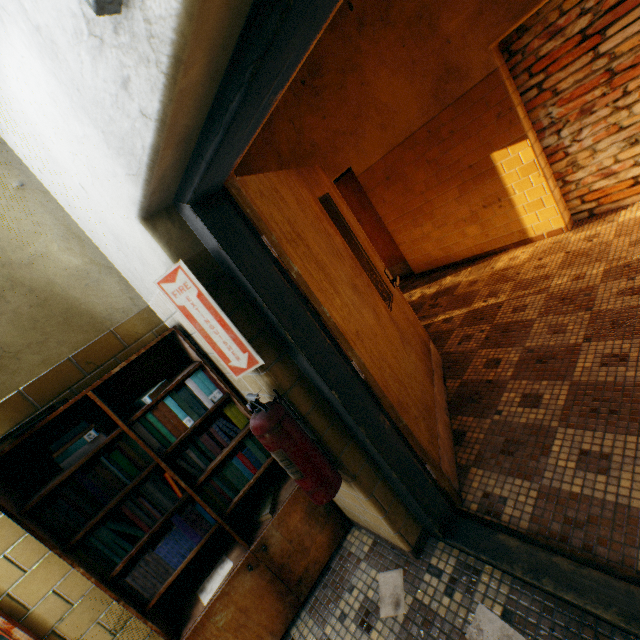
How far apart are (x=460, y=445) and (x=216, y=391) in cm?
170

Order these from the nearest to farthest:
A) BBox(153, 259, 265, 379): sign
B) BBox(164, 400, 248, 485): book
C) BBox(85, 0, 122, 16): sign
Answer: BBox(85, 0, 122, 16): sign
BBox(153, 259, 265, 379): sign
BBox(164, 400, 248, 485): book

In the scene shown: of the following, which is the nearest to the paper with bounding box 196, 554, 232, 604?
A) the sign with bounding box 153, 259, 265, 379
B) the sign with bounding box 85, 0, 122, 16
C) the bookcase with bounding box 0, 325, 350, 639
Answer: the bookcase with bounding box 0, 325, 350, 639

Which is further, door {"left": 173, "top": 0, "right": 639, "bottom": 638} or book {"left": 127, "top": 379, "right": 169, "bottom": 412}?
book {"left": 127, "top": 379, "right": 169, "bottom": 412}

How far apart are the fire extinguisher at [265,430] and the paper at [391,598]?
0.8m

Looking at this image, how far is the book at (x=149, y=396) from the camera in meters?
1.7

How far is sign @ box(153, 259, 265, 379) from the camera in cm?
125

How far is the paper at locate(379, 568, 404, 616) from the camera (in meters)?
1.66
